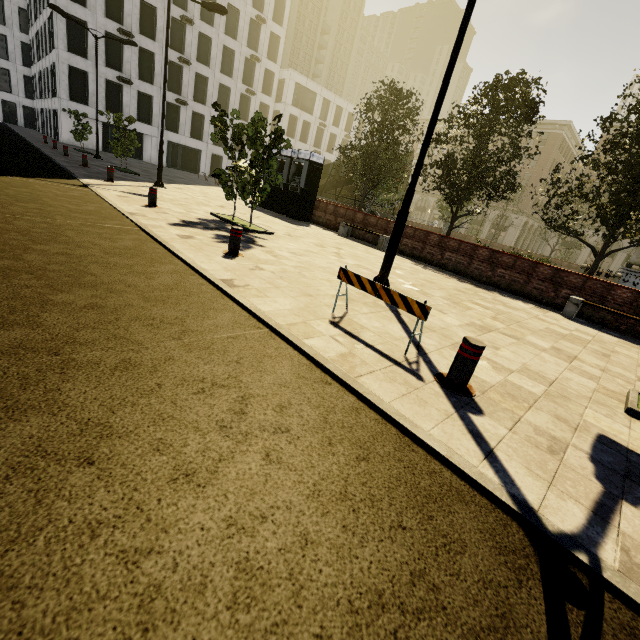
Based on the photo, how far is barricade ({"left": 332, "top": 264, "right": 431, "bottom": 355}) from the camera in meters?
3.8

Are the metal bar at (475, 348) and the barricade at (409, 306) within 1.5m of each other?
yes

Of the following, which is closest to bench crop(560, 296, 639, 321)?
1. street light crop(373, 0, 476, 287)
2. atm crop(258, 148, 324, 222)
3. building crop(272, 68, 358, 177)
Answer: street light crop(373, 0, 476, 287)

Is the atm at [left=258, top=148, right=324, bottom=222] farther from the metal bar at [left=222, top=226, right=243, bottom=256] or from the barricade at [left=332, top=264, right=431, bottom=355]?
the barricade at [left=332, top=264, right=431, bottom=355]

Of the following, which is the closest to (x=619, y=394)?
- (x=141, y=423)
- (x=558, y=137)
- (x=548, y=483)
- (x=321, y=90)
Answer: (x=548, y=483)

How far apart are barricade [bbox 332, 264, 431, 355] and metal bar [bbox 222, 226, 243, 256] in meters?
2.8 m

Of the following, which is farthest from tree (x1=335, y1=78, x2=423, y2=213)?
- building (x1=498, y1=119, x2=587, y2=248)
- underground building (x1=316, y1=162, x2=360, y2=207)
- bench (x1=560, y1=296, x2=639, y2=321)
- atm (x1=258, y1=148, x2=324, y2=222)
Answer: bench (x1=560, y1=296, x2=639, y2=321)

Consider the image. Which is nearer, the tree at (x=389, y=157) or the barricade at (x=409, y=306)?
the barricade at (x=409, y=306)
